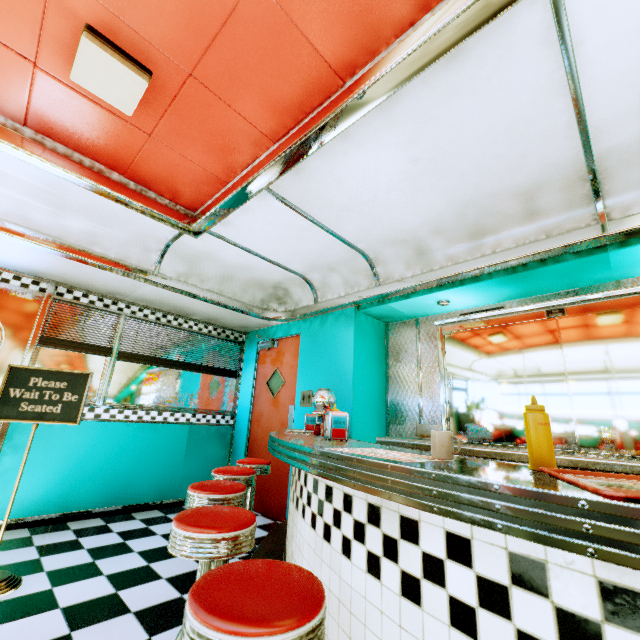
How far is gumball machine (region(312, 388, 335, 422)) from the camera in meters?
3.5

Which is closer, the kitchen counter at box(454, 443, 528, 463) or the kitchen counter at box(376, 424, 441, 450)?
the kitchen counter at box(454, 443, 528, 463)

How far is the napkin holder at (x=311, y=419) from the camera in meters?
3.2 m

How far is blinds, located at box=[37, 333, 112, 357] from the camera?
3.8 meters

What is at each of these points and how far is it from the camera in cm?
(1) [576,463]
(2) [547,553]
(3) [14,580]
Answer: (1) kitchen counter, 215
(2) counter, 80
(3) sign, 231

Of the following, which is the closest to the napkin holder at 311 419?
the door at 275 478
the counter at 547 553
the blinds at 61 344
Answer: the counter at 547 553

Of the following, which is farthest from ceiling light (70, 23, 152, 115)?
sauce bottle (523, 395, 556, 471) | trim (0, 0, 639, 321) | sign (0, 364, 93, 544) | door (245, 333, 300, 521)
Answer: → door (245, 333, 300, 521)

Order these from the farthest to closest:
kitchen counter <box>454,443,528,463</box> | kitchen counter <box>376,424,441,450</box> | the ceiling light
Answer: kitchen counter <box>376,424,441,450</box>, kitchen counter <box>454,443,528,463</box>, the ceiling light
